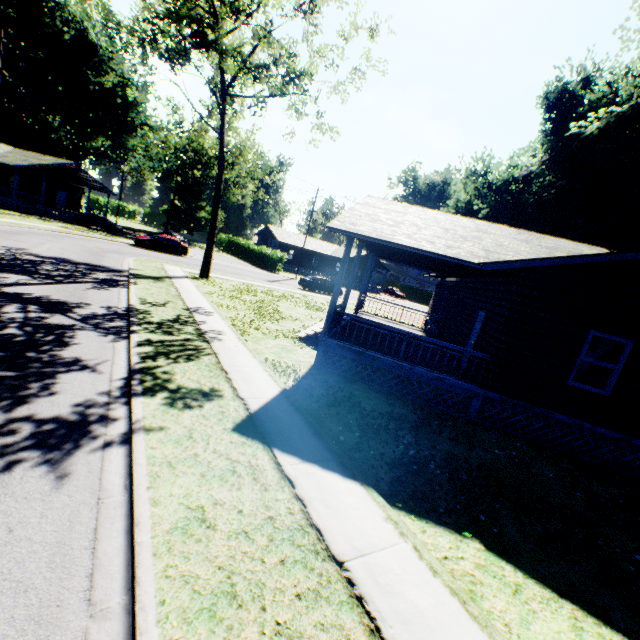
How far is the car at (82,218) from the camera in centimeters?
3622cm

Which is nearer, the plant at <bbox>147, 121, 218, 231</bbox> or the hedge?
the hedge

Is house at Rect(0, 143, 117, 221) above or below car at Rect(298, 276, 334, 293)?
above

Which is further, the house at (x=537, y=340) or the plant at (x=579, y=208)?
the plant at (x=579, y=208)

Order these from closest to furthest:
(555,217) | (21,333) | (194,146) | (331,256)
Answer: (21,333)
(555,217)
(194,146)
(331,256)

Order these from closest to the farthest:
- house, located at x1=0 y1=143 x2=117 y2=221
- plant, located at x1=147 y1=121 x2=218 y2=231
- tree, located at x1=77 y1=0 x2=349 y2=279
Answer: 1. tree, located at x1=77 y1=0 x2=349 y2=279
2. house, located at x1=0 y1=143 x2=117 y2=221
3. plant, located at x1=147 y1=121 x2=218 y2=231

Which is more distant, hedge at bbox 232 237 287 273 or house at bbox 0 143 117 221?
hedge at bbox 232 237 287 273

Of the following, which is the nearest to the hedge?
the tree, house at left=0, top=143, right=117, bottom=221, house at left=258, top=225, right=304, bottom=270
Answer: house at left=258, top=225, right=304, bottom=270
